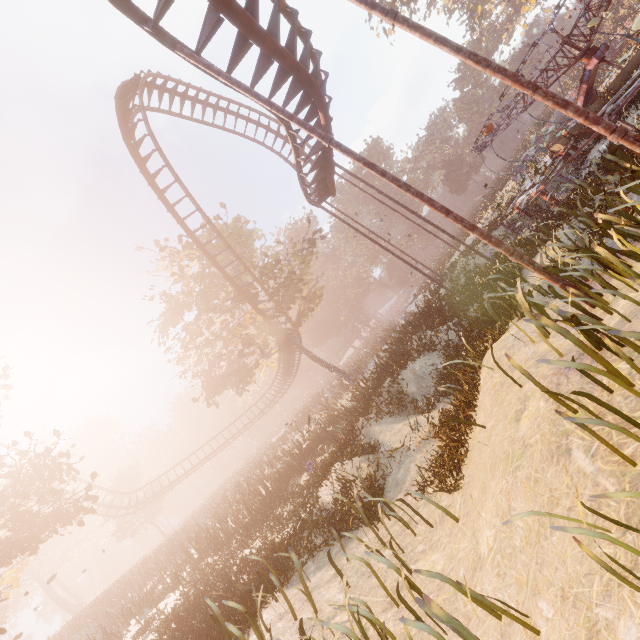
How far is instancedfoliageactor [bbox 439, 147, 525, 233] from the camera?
19.14m

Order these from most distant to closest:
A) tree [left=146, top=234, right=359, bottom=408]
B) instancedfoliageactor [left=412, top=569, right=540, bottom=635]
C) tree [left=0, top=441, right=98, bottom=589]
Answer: tree [left=146, top=234, right=359, bottom=408] → tree [left=0, top=441, right=98, bottom=589] → instancedfoliageactor [left=412, top=569, right=540, bottom=635]

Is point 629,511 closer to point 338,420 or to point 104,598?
point 338,420

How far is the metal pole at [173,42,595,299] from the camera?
5.4m

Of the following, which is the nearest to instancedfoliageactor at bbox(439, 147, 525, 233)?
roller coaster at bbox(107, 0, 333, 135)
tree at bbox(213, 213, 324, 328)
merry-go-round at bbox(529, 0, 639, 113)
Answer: merry-go-round at bbox(529, 0, 639, 113)

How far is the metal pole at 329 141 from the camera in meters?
5.4

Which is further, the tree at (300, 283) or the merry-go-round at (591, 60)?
the tree at (300, 283)

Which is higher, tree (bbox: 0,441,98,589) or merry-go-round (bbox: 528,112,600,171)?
tree (bbox: 0,441,98,589)
